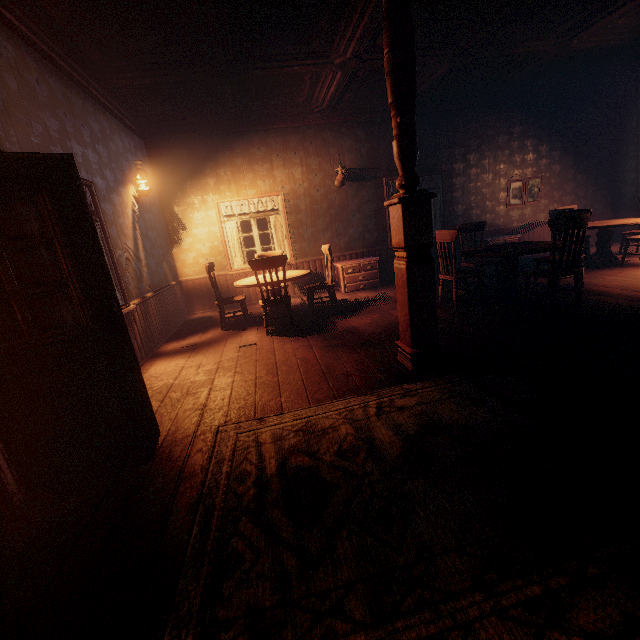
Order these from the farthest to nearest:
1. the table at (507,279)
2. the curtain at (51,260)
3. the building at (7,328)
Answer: the table at (507,279) → the curtain at (51,260) → the building at (7,328)

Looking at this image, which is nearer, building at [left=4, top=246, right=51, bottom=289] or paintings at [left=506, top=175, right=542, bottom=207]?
building at [left=4, top=246, right=51, bottom=289]

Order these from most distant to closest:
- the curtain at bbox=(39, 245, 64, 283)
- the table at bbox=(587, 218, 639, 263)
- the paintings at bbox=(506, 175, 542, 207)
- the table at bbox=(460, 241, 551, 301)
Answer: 1. the paintings at bbox=(506, 175, 542, 207)
2. the table at bbox=(587, 218, 639, 263)
3. the table at bbox=(460, 241, 551, 301)
4. the curtain at bbox=(39, 245, 64, 283)

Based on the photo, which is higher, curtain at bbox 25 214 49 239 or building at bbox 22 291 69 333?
curtain at bbox 25 214 49 239

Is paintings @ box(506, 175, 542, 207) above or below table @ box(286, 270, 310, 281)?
above

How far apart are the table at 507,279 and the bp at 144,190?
5.95m

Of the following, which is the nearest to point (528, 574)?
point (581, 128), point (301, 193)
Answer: point (301, 193)

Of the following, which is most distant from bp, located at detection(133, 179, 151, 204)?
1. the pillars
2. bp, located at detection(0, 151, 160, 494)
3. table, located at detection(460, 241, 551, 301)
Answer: table, located at detection(460, 241, 551, 301)
